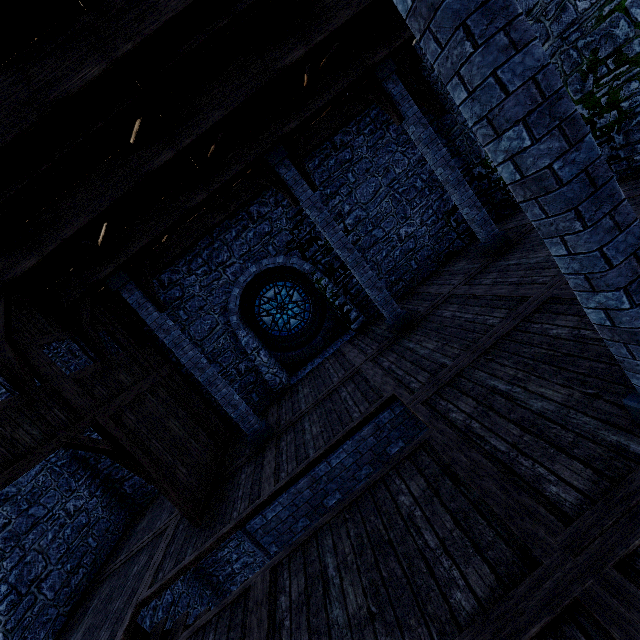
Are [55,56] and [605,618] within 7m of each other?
yes

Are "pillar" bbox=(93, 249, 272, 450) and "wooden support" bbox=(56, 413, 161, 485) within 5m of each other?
yes

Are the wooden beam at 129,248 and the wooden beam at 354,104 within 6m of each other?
yes

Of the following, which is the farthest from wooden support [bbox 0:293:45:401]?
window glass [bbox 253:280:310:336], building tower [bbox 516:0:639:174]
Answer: window glass [bbox 253:280:310:336]

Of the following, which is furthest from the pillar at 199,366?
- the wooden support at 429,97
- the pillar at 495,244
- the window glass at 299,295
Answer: the wooden support at 429,97

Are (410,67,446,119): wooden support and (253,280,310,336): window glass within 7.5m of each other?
yes

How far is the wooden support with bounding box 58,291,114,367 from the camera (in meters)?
7.22

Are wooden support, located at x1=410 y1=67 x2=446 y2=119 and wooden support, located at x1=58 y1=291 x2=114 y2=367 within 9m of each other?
no
